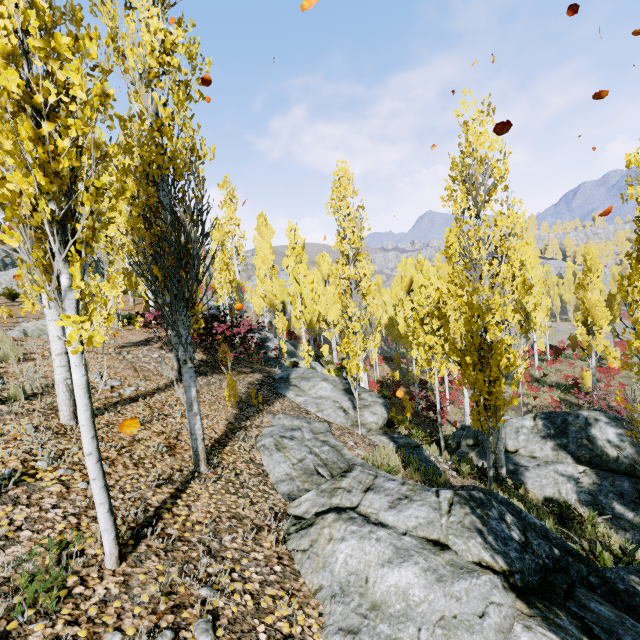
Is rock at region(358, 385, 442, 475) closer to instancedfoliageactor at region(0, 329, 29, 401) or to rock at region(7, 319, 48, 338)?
instancedfoliageactor at region(0, 329, 29, 401)

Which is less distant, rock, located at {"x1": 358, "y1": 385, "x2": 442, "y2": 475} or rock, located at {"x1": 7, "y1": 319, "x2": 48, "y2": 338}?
rock, located at {"x1": 358, "y1": 385, "x2": 442, "y2": 475}

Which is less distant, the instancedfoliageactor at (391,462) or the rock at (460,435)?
the instancedfoliageactor at (391,462)

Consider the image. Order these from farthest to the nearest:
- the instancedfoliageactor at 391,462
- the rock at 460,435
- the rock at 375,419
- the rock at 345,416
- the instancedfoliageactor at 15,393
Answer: the rock at 460,435 → the rock at 345,416 → the rock at 375,419 → the instancedfoliageactor at 391,462 → the instancedfoliageactor at 15,393

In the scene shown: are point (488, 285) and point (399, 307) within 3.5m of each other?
no

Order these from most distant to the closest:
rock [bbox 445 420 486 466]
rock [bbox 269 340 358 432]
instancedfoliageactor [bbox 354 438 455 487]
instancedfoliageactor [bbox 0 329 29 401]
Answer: rock [bbox 445 420 486 466], rock [bbox 269 340 358 432], instancedfoliageactor [bbox 354 438 455 487], instancedfoliageactor [bbox 0 329 29 401]

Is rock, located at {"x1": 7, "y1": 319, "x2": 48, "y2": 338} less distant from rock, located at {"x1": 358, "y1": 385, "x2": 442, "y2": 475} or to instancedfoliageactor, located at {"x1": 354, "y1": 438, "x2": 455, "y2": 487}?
rock, located at {"x1": 358, "y1": 385, "x2": 442, "y2": 475}

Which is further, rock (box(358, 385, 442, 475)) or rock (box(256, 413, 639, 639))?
rock (box(358, 385, 442, 475))
